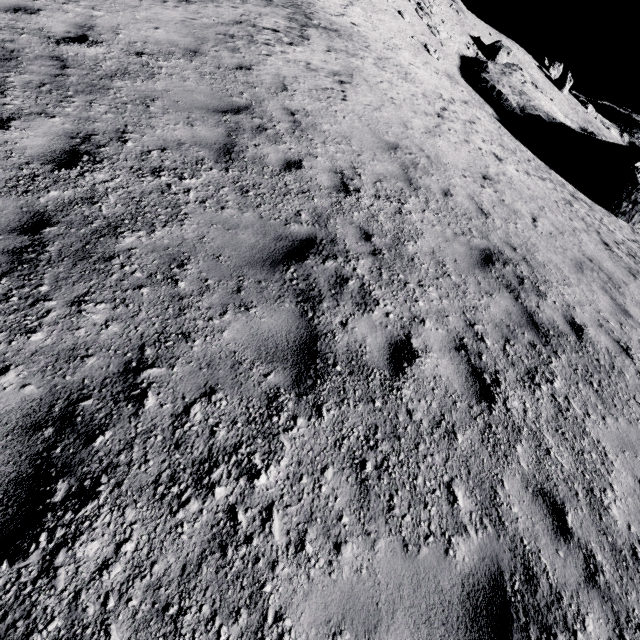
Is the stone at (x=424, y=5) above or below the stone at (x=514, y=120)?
above

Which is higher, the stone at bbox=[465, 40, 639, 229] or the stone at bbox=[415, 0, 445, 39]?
the stone at bbox=[415, 0, 445, 39]

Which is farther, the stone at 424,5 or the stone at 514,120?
the stone at 424,5

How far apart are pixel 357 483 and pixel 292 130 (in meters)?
6.76

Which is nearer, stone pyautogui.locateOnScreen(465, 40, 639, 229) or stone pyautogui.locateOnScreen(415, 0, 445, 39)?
stone pyautogui.locateOnScreen(465, 40, 639, 229)
